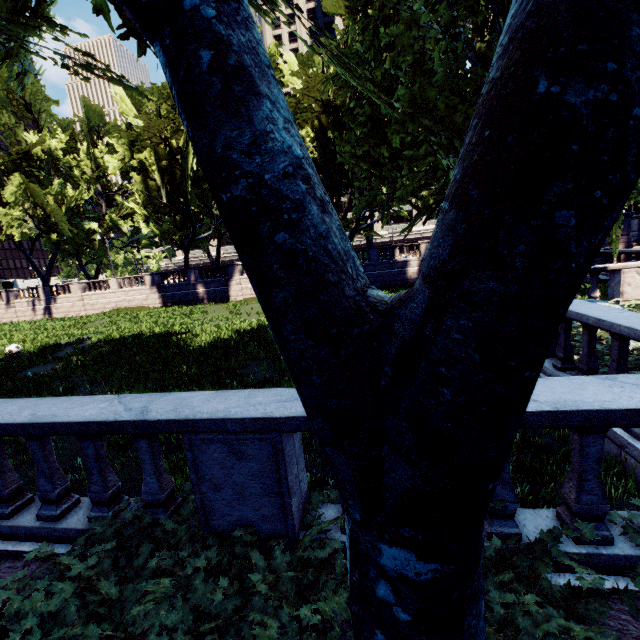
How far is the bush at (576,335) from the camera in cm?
734

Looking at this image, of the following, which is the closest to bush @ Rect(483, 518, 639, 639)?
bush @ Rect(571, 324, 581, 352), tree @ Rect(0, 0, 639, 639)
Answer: tree @ Rect(0, 0, 639, 639)

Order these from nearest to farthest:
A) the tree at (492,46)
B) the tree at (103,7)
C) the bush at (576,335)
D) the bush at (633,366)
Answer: the tree at (492,46) → the tree at (103,7) → the bush at (633,366) → the bush at (576,335)

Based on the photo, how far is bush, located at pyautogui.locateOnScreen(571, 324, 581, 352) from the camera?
7.34m

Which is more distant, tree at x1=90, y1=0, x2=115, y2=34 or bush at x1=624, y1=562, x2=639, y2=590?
tree at x1=90, y1=0, x2=115, y2=34

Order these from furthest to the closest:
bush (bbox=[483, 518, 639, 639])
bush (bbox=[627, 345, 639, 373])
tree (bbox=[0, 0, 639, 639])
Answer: bush (bbox=[627, 345, 639, 373]) < bush (bbox=[483, 518, 639, 639]) < tree (bbox=[0, 0, 639, 639])

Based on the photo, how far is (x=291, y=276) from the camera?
1.7m

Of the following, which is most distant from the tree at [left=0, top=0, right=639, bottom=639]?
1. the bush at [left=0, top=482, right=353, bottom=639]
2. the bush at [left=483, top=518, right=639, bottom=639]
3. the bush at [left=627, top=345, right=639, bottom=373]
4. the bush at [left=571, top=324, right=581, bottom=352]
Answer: the bush at [left=627, top=345, right=639, bottom=373]
